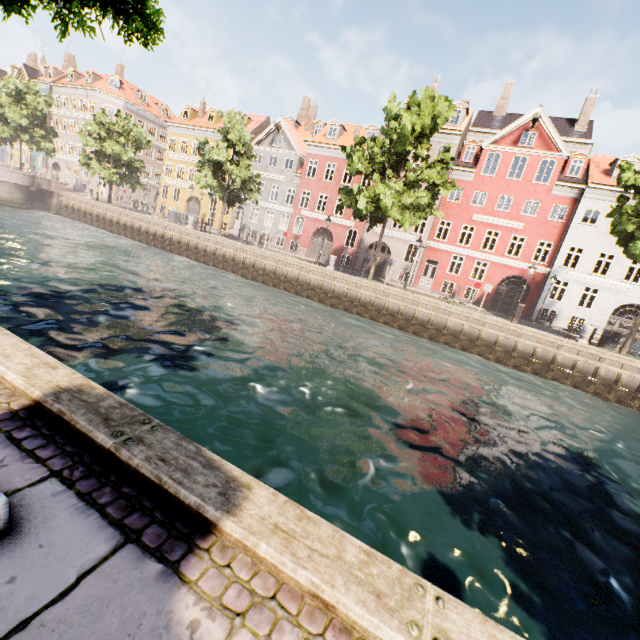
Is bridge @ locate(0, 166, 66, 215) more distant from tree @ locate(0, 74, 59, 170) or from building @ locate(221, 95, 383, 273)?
building @ locate(221, 95, 383, 273)

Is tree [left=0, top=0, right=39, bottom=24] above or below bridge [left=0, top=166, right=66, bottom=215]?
above

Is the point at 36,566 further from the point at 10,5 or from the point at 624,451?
the point at 624,451

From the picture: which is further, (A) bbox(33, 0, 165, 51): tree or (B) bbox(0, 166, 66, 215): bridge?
(B) bbox(0, 166, 66, 215): bridge

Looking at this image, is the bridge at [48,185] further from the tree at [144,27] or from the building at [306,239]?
the building at [306,239]

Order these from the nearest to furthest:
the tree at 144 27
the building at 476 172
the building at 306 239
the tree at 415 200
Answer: the tree at 144 27 → the tree at 415 200 → the building at 476 172 → the building at 306 239

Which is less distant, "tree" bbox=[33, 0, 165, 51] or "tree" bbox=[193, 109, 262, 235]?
"tree" bbox=[33, 0, 165, 51]
